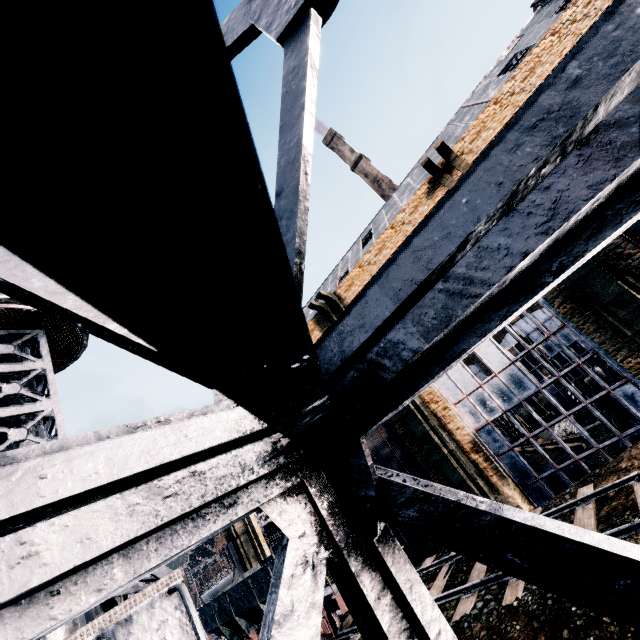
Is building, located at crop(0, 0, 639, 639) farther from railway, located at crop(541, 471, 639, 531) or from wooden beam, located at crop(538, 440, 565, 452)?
wooden beam, located at crop(538, 440, 565, 452)

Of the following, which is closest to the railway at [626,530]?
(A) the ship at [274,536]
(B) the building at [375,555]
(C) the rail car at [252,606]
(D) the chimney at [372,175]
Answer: (C) the rail car at [252,606]

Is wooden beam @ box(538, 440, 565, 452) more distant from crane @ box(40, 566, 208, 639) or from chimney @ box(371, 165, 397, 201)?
chimney @ box(371, 165, 397, 201)

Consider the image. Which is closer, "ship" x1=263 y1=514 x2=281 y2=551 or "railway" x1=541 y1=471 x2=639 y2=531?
"railway" x1=541 y1=471 x2=639 y2=531

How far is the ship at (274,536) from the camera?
41.4 meters

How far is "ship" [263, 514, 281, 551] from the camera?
41.4 meters

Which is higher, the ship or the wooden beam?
the ship

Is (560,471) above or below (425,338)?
below
